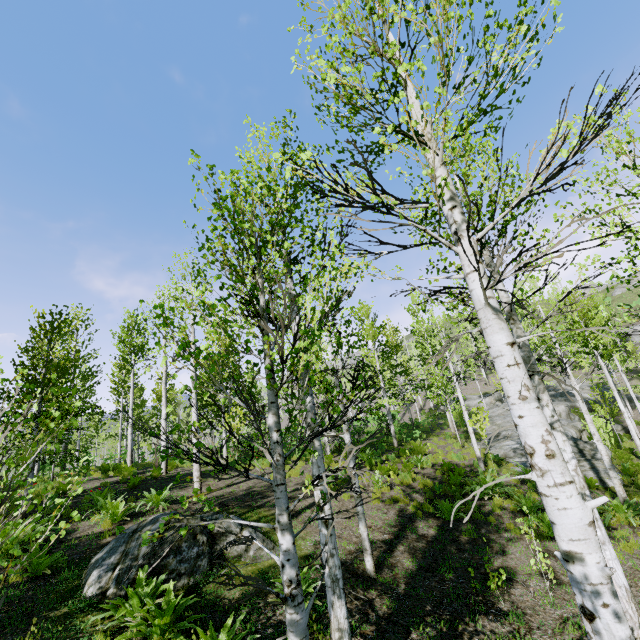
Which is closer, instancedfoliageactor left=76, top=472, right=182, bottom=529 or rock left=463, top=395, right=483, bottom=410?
instancedfoliageactor left=76, top=472, right=182, bottom=529

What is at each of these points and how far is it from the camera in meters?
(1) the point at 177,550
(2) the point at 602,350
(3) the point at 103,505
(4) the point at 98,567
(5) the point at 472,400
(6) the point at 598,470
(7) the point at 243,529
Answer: (1) rock, 6.4
(2) instancedfoliageactor, 20.7
(3) instancedfoliageactor, 9.4
(4) rock, 5.9
(5) rock, 43.1
(6) rock, 12.9
(7) rock, 7.4

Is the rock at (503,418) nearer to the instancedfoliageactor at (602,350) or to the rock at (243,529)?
the instancedfoliageactor at (602,350)

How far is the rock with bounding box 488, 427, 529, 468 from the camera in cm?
1577

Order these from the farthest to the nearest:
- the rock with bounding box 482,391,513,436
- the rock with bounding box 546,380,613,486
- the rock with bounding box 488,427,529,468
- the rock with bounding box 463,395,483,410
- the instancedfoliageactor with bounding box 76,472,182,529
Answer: the rock with bounding box 463,395,483,410
the rock with bounding box 482,391,513,436
the rock with bounding box 488,427,529,468
the rock with bounding box 546,380,613,486
the instancedfoliageactor with bounding box 76,472,182,529

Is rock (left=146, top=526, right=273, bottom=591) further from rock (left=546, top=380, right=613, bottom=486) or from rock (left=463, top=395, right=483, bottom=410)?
rock (left=463, top=395, right=483, bottom=410)
